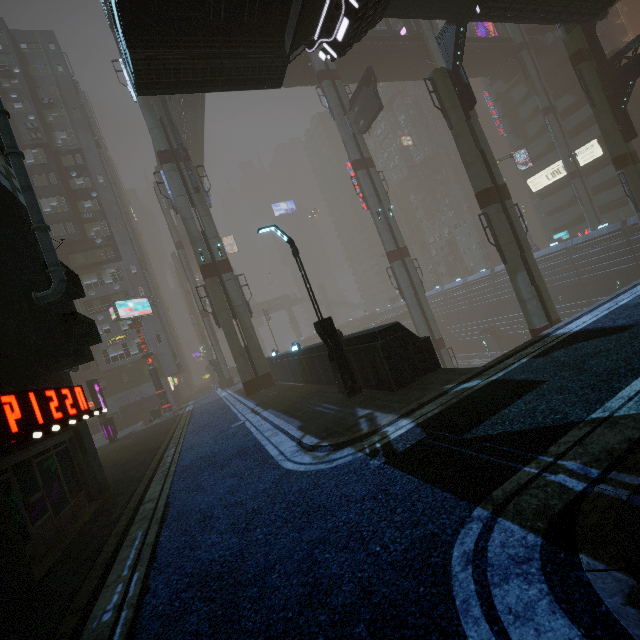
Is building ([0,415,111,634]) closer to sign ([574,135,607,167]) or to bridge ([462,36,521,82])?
sign ([574,135,607,167])

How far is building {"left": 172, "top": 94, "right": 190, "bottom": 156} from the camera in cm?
3109

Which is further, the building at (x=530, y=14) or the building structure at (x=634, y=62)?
the building structure at (x=634, y=62)

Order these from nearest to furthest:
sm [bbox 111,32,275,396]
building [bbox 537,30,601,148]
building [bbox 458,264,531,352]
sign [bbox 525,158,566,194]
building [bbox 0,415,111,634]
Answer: building [bbox 0,415,111,634] < sm [bbox 111,32,275,396] < building [bbox 537,30,601,148] < sign [bbox 525,158,566,194] < building [bbox 458,264,531,352]

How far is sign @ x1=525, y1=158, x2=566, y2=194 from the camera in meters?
48.9 m

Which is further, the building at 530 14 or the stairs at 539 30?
the stairs at 539 30

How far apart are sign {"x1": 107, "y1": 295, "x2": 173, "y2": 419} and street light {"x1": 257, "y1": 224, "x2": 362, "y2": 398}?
24.2 meters

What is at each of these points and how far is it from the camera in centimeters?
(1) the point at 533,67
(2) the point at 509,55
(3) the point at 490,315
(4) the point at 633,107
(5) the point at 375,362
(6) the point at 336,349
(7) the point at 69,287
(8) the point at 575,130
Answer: (1) sm, 4144cm
(2) building structure, 4347cm
(3) building, 5559cm
(4) building, 4744cm
(5) building, 1046cm
(6) street light, 1157cm
(7) building, 757cm
(8) building, 4738cm
